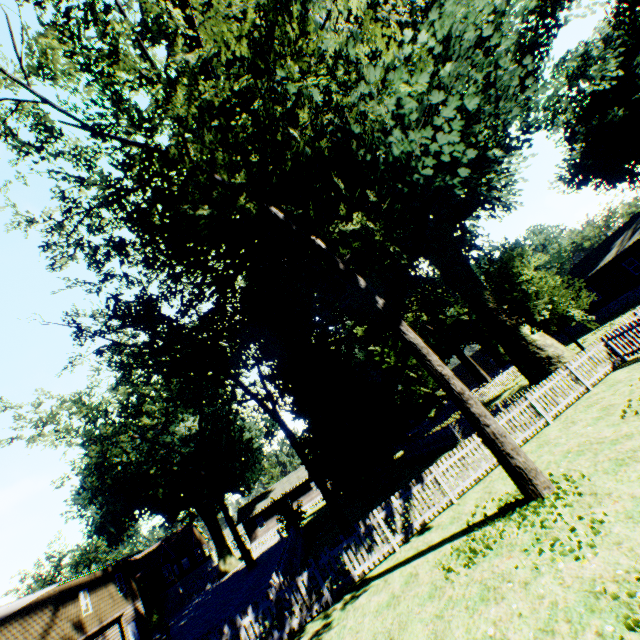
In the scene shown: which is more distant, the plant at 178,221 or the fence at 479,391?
the fence at 479,391

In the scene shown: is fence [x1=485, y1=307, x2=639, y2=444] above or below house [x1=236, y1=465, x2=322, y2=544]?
below

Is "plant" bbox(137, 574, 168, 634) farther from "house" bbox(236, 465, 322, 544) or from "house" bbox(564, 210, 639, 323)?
"house" bbox(236, 465, 322, 544)

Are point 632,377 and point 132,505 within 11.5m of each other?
no

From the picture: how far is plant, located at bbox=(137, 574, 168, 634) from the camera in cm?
3066

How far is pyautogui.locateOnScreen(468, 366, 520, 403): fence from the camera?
35.31m

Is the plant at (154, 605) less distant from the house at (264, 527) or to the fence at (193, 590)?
the fence at (193, 590)

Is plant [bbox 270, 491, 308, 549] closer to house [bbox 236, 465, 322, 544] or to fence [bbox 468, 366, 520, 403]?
fence [bbox 468, 366, 520, 403]
